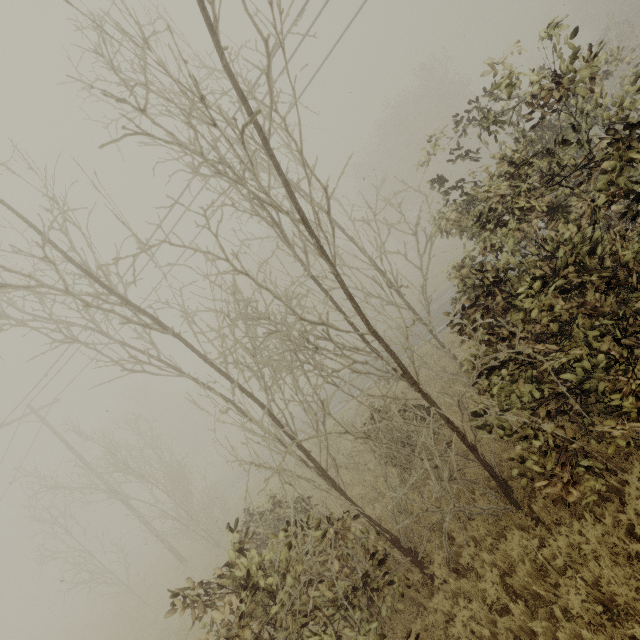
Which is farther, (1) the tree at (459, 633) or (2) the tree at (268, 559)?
(1) the tree at (459, 633)

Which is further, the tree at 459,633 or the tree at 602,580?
the tree at 459,633

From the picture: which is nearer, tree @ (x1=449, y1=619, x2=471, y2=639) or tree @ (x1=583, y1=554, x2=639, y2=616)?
tree @ (x1=583, y1=554, x2=639, y2=616)

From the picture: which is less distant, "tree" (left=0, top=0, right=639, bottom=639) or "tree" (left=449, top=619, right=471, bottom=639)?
"tree" (left=0, top=0, right=639, bottom=639)

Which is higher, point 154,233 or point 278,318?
point 154,233
